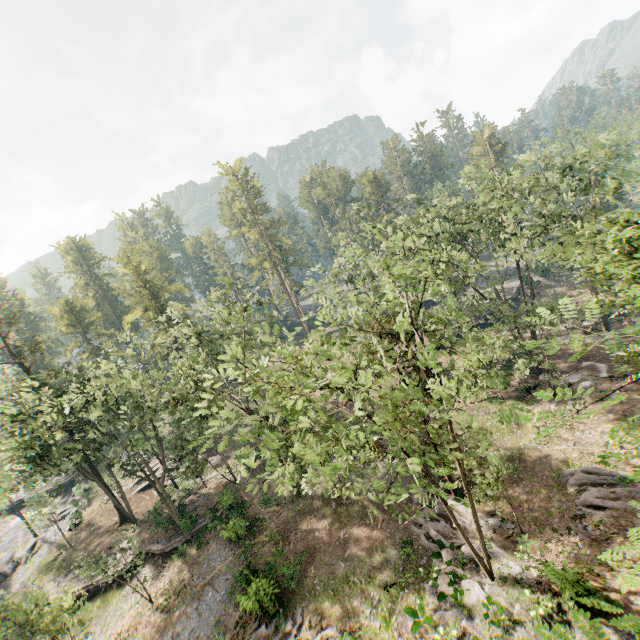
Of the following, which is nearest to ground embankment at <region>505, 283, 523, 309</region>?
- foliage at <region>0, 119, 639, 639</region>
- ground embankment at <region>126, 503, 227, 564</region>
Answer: foliage at <region>0, 119, 639, 639</region>

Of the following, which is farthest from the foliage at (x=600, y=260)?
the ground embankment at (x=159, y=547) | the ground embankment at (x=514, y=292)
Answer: the ground embankment at (x=514, y=292)

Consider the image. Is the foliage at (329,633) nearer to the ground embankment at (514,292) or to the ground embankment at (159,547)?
the ground embankment at (159,547)

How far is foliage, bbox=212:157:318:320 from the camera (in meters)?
54.62

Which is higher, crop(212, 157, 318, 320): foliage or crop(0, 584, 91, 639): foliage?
crop(212, 157, 318, 320): foliage

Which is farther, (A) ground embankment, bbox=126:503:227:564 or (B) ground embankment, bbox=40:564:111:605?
(A) ground embankment, bbox=126:503:227:564

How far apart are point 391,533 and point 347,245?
29.3 meters
